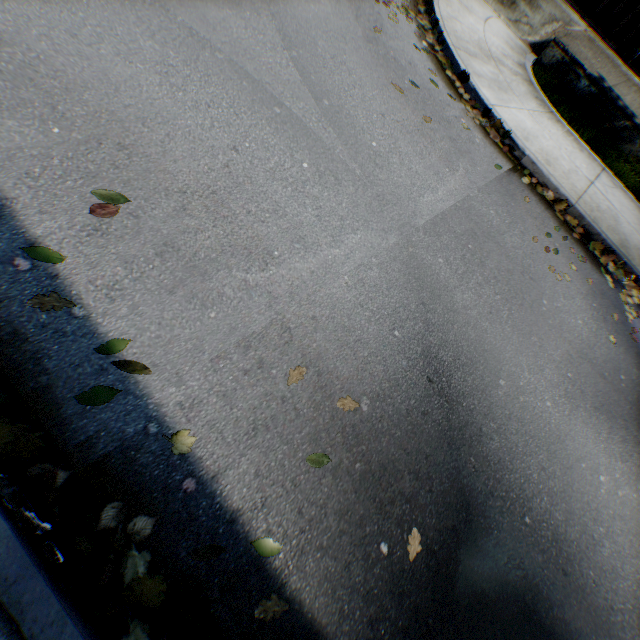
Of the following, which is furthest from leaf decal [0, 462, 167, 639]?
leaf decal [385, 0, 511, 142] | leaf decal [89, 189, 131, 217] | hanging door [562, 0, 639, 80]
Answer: hanging door [562, 0, 639, 80]

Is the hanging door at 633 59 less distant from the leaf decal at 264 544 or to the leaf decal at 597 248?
the leaf decal at 597 248

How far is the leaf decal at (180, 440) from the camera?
1.90m

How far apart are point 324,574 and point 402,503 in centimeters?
72cm

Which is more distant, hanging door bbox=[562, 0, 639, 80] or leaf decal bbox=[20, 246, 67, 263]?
hanging door bbox=[562, 0, 639, 80]

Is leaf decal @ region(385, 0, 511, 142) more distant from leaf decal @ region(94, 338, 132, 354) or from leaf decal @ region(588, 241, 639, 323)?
leaf decal @ region(94, 338, 132, 354)

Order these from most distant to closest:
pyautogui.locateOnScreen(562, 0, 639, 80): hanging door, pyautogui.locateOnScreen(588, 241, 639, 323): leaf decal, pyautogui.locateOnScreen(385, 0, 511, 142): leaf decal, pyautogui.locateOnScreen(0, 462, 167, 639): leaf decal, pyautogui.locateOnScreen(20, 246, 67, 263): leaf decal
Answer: pyautogui.locateOnScreen(562, 0, 639, 80): hanging door
pyautogui.locateOnScreen(385, 0, 511, 142): leaf decal
pyautogui.locateOnScreen(588, 241, 639, 323): leaf decal
pyautogui.locateOnScreen(20, 246, 67, 263): leaf decal
pyautogui.locateOnScreen(0, 462, 167, 639): leaf decal

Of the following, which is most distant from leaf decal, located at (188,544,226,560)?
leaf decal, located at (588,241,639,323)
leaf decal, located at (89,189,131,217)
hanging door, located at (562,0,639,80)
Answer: hanging door, located at (562,0,639,80)
